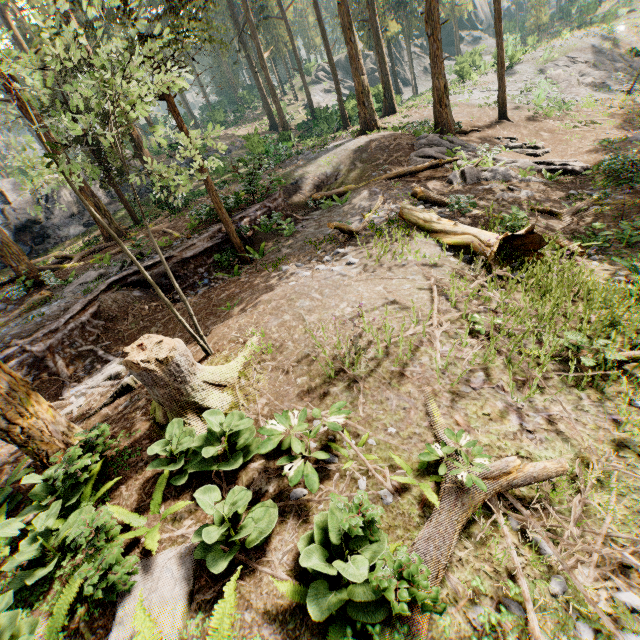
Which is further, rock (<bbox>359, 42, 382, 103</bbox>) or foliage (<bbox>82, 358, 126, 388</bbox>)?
rock (<bbox>359, 42, 382, 103</bbox>)

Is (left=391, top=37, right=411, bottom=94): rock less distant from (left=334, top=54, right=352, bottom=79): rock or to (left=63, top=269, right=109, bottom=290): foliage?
(left=334, top=54, right=352, bottom=79): rock

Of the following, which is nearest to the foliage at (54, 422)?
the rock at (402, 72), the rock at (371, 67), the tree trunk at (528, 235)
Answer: the rock at (371, 67)

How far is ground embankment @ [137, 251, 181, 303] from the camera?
12.55m

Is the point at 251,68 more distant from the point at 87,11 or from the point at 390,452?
the point at 390,452

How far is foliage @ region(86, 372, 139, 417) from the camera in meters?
7.6 m

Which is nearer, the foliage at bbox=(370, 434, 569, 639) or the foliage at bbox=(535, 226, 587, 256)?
the foliage at bbox=(370, 434, 569, 639)

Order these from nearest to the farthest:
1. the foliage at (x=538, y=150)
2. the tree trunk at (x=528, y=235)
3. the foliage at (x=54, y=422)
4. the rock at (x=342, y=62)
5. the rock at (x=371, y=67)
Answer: the foliage at (x=54, y=422), the tree trunk at (x=528, y=235), the foliage at (x=538, y=150), the rock at (x=371, y=67), the rock at (x=342, y=62)
